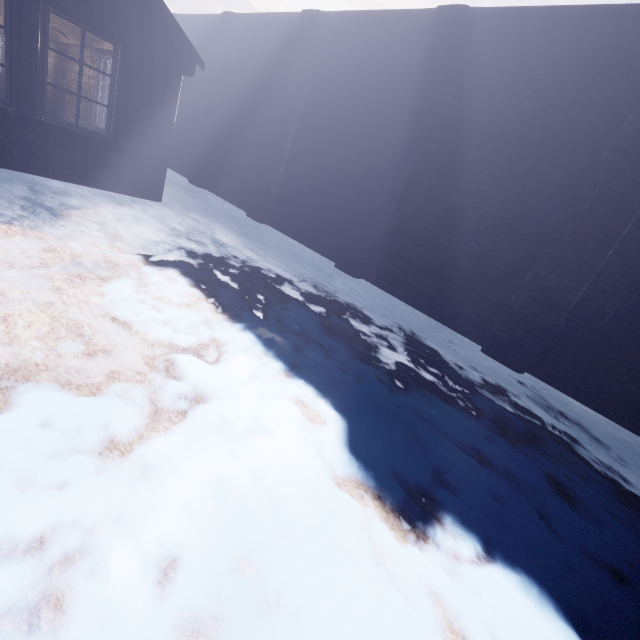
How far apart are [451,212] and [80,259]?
5.1m
